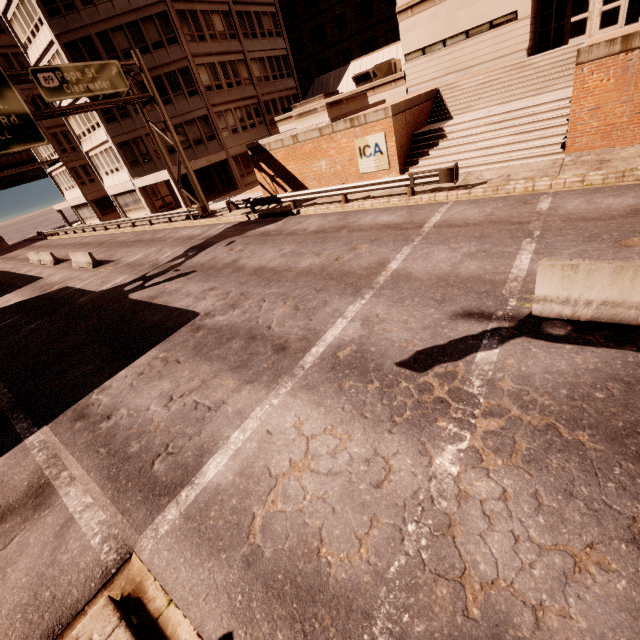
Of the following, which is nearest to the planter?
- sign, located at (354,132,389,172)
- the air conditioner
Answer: sign, located at (354,132,389,172)

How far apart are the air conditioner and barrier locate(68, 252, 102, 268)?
23.8 meters

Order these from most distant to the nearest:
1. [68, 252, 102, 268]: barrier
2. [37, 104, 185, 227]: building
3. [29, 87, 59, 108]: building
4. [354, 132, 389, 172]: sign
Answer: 1. [29, 87, 59, 108]: building
2. [37, 104, 185, 227]: building
3. [68, 252, 102, 268]: barrier
4. [354, 132, 389, 172]: sign

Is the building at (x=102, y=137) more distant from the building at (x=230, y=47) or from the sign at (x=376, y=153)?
the sign at (x=376, y=153)

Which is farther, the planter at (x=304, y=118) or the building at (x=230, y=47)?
the building at (x=230, y=47)

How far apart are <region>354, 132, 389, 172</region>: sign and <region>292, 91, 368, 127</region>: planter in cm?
255

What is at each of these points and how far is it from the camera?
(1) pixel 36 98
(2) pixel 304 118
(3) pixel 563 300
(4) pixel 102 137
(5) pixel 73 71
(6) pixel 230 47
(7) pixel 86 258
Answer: (1) building, 36.1m
(2) planter, 19.1m
(3) barrier, 5.6m
(4) building, 30.7m
(5) sign, 17.5m
(6) building, 31.1m
(7) barrier, 21.0m

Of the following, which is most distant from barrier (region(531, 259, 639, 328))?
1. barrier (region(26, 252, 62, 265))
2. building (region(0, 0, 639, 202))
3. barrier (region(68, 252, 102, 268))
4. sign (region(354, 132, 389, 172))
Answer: barrier (region(26, 252, 62, 265))
